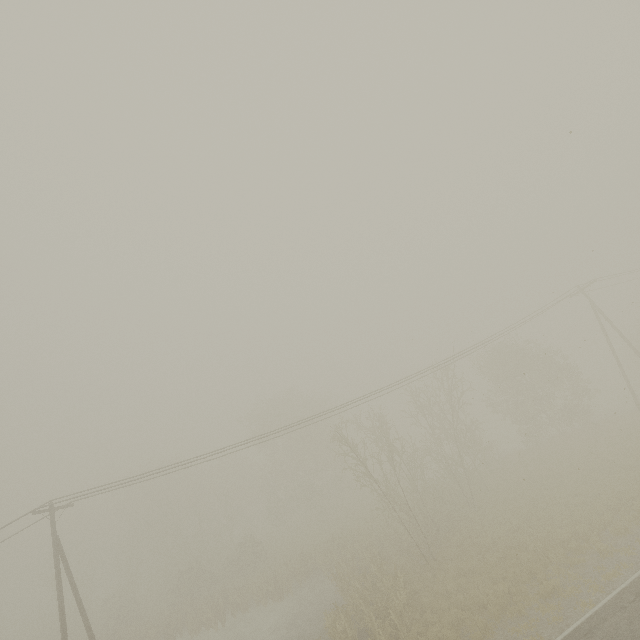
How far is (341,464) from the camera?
46.2 meters
